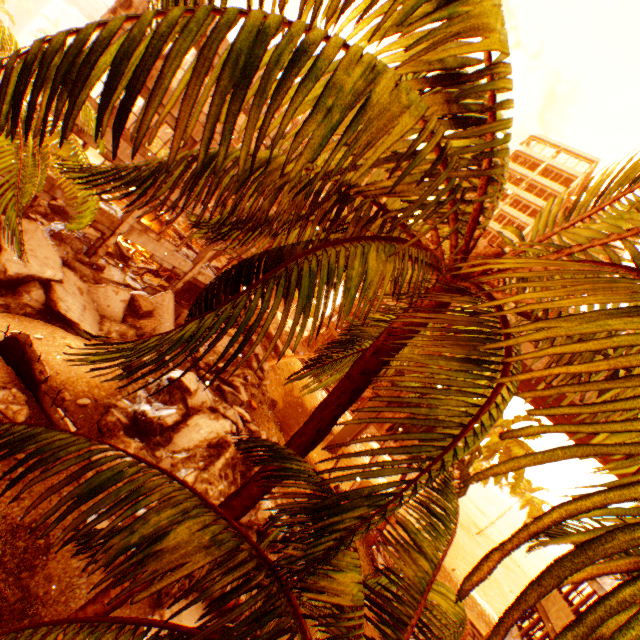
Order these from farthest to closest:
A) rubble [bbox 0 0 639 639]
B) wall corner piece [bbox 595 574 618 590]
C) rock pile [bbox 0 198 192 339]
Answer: wall corner piece [bbox 595 574 618 590]
rock pile [bbox 0 198 192 339]
rubble [bbox 0 0 639 639]

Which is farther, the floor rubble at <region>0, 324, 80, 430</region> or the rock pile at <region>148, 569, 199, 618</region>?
the floor rubble at <region>0, 324, 80, 430</region>

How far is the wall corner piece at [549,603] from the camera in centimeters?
1497cm

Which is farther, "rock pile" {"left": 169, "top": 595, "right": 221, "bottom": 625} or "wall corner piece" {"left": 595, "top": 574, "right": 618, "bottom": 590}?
"wall corner piece" {"left": 595, "top": 574, "right": 618, "bottom": 590}

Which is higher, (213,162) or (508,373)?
(508,373)

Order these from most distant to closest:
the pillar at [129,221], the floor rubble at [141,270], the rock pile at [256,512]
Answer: the floor rubble at [141,270] → the pillar at [129,221] → the rock pile at [256,512]

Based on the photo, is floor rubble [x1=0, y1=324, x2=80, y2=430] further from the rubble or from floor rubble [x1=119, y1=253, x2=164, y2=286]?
floor rubble [x1=119, y1=253, x2=164, y2=286]

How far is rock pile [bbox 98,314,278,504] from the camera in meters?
11.2 m
